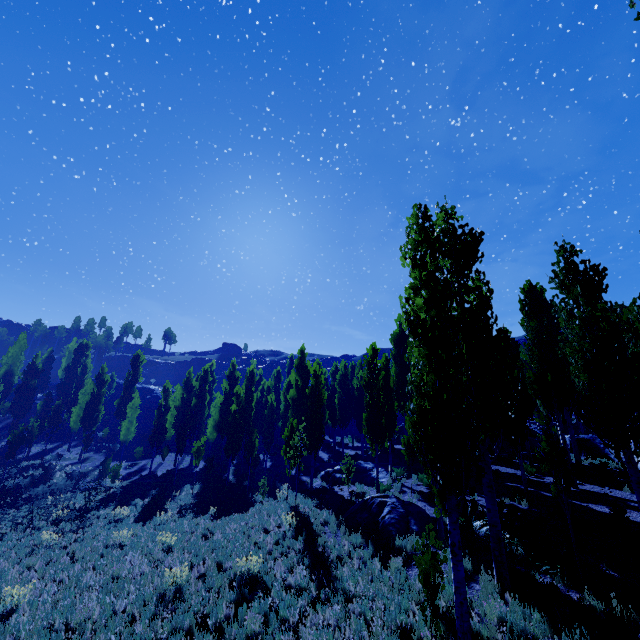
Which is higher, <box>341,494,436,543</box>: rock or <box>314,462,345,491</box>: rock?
<box>314,462,345,491</box>: rock

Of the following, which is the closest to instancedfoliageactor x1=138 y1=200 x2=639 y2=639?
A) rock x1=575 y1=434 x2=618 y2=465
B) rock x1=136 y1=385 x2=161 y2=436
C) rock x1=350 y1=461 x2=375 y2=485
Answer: rock x1=350 y1=461 x2=375 y2=485

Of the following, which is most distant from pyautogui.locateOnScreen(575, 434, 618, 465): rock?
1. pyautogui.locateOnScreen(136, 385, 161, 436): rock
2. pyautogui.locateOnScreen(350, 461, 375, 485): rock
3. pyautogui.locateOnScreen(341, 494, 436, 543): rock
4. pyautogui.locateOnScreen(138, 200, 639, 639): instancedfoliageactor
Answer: pyautogui.locateOnScreen(136, 385, 161, 436): rock

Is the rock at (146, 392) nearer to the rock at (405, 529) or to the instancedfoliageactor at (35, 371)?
the instancedfoliageactor at (35, 371)

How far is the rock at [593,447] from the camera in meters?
19.2

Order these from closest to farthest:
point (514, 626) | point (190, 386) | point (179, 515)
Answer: point (514, 626), point (179, 515), point (190, 386)

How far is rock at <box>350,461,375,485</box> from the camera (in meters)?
20.09

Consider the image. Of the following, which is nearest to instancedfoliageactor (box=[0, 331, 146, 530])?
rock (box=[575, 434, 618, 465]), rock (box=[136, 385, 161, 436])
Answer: rock (box=[575, 434, 618, 465])
